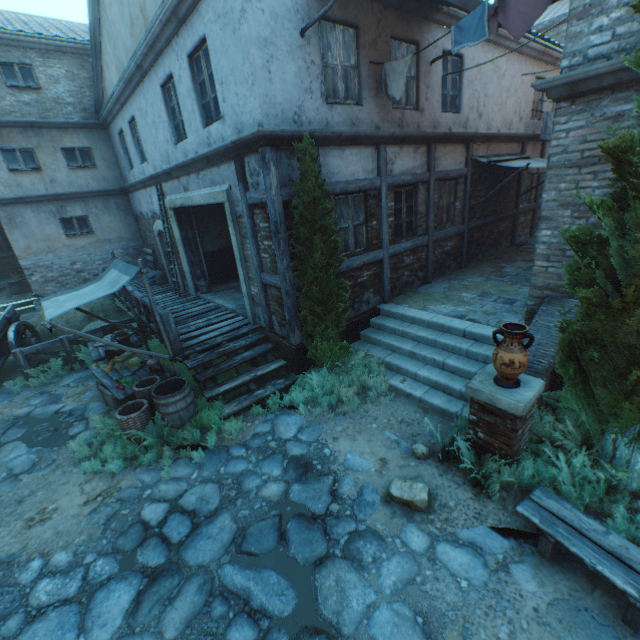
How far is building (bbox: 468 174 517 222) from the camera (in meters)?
10.73

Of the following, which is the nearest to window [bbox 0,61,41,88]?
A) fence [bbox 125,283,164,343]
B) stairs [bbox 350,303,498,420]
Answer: fence [bbox 125,283,164,343]

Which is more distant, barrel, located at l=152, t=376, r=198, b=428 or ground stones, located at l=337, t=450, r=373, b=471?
barrel, located at l=152, t=376, r=198, b=428

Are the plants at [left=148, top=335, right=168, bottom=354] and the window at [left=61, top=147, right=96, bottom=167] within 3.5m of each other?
no

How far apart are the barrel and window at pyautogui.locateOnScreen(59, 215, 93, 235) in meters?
11.4

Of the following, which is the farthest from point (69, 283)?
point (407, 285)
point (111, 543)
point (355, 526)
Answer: point (355, 526)

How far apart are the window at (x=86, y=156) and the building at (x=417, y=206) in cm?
1270

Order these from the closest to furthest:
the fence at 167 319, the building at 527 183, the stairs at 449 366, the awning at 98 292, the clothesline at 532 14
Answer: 1. the clothesline at 532 14
2. the awning at 98 292
3. the stairs at 449 366
4. the fence at 167 319
5. the building at 527 183
